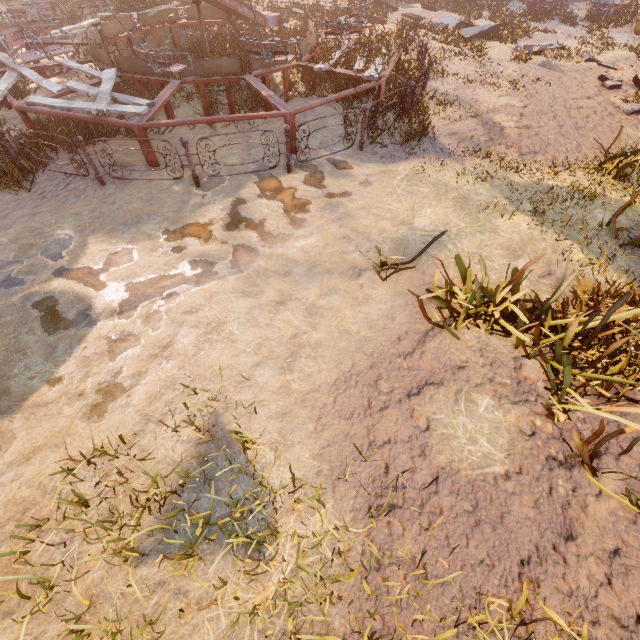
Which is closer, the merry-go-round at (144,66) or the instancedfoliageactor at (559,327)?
the instancedfoliageactor at (559,327)

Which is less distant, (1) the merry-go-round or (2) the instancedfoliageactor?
(2) the instancedfoliageactor

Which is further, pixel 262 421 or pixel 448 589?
pixel 262 421
